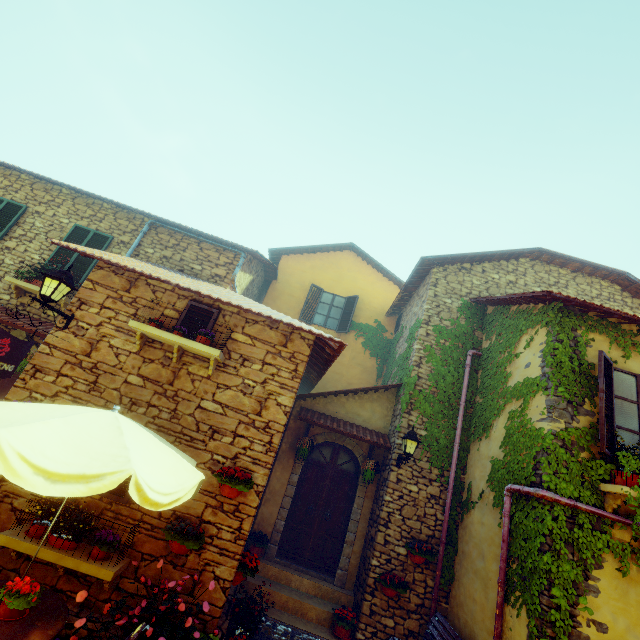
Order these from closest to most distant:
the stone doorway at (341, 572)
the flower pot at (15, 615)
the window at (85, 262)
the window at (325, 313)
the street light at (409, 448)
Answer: the flower pot at (15, 615)
the street light at (409, 448)
the stone doorway at (341, 572)
the window at (85, 262)
the window at (325, 313)

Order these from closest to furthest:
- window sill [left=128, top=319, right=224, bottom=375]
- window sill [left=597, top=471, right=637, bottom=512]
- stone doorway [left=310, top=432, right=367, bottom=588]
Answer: window sill [left=597, top=471, right=637, bottom=512] → window sill [left=128, top=319, right=224, bottom=375] → stone doorway [left=310, top=432, right=367, bottom=588]

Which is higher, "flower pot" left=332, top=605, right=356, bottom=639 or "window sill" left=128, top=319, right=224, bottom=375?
"window sill" left=128, top=319, right=224, bottom=375

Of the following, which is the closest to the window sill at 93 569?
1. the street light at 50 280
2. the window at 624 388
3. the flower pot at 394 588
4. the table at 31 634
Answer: the table at 31 634

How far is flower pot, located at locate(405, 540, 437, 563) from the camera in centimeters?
660cm

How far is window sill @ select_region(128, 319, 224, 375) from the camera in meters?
5.1 m

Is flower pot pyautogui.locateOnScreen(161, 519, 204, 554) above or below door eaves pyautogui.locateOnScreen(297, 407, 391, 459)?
below

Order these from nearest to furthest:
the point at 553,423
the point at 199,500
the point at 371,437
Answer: the point at 199,500, the point at 553,423, the point at 371,437
